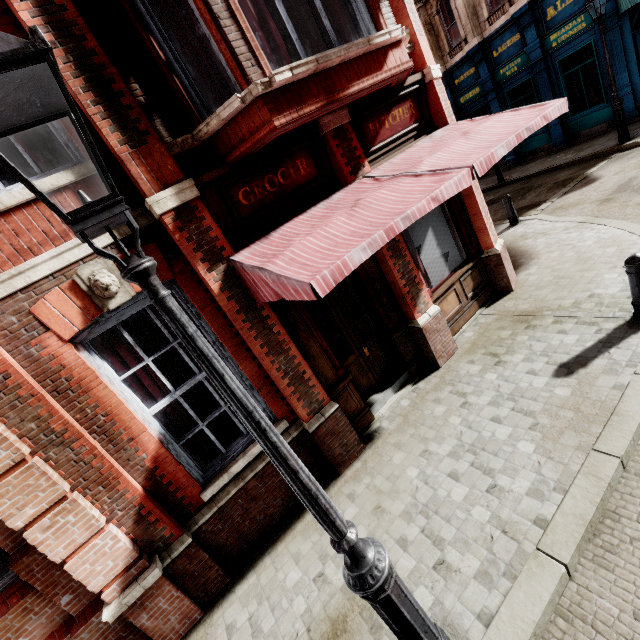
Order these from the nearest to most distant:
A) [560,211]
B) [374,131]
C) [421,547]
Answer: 1. [421,547]
2. [374,131]
3. [560,211]

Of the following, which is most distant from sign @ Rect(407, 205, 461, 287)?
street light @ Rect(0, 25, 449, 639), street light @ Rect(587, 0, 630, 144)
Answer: street light @ Rect(587, 0, 630, 144)

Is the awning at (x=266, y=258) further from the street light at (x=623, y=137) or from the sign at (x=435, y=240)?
the street light at (x=623, y=137)

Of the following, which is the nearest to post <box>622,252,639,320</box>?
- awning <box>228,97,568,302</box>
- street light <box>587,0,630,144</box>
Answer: awning <box>228,97,568,302</box>

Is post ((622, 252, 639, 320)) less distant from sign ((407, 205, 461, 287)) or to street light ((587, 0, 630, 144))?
sign ((407, 205, 461, 287))

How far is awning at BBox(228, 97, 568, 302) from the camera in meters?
3.0

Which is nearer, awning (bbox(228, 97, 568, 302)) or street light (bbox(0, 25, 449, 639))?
street light (bbox(0, 25, 449, 639))

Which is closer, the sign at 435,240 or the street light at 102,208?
the street light at 102,208
